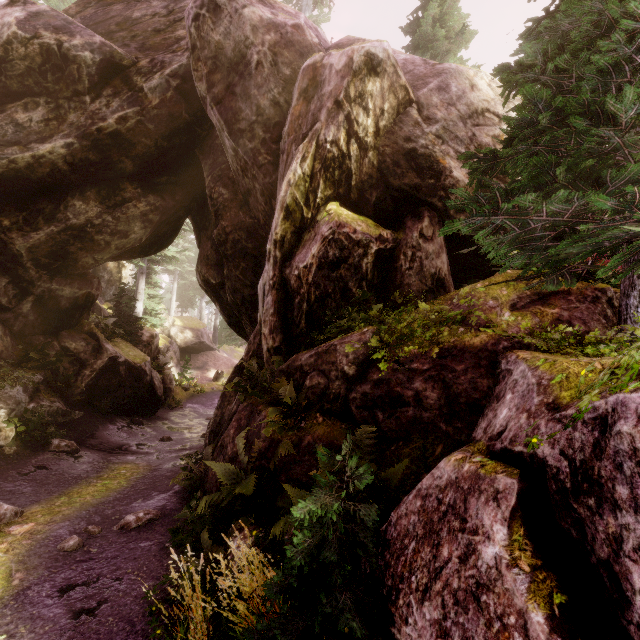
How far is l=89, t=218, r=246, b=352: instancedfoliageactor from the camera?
17.6 meters

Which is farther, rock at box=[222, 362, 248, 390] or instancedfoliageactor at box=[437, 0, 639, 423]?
rock at box=[222, 362, 248, 390]

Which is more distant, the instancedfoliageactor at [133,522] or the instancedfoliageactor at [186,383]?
the instancedfoliageactor at [186,383]

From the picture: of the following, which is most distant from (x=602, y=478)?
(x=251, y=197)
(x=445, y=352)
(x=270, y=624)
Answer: (x=251, y=197)

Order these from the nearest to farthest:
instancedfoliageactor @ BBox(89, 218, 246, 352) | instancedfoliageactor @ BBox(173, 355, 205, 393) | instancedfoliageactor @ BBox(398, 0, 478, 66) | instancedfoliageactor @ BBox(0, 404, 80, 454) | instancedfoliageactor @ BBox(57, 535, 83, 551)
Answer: instancedfoliageactor @ BBox(57, 535, 83, 551), instancedfoliageactor @ BBox(0, 404, 80, 454), instancedfoliageactor @ BBox(398, 0, 478, 66), instancedfoliageactor @ BBox(89, 218, 246, 352), instancedfoliageactor @ BBox(173, 355, 205, 393)

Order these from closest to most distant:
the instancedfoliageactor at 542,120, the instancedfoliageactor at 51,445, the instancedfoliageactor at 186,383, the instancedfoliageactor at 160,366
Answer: the instancedfoliageactor at 542,120 < the instancedfoliageactor at 51,445 < the instancedfoliageactor at 160,366 < the instancedfoliageactor at 186,383

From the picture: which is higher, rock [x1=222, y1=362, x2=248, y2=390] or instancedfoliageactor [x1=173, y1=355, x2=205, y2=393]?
rock [x1=222, y1=362, x2=248, y2=390]
